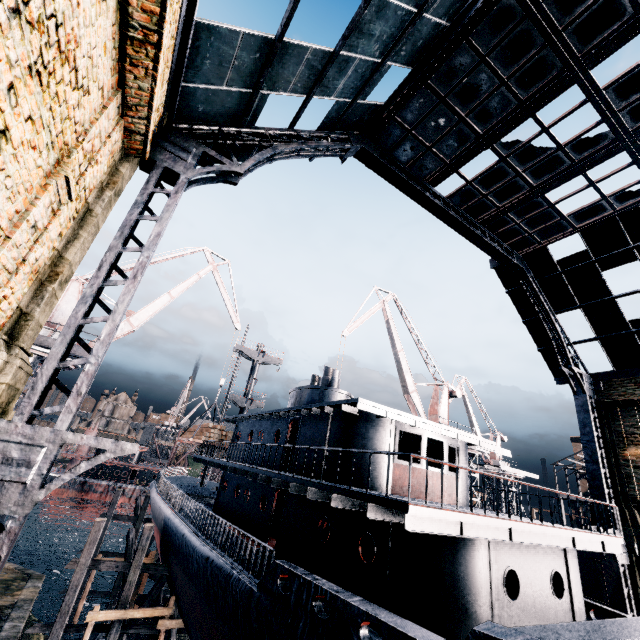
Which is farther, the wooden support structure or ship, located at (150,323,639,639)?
the wooden support structure

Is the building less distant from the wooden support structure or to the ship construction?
the ship construction

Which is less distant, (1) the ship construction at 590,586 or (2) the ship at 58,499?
(1) the ship construction at 590,586

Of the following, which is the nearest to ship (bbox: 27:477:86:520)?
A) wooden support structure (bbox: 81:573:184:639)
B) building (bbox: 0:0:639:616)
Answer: building (bbox: 0:0:639:616)

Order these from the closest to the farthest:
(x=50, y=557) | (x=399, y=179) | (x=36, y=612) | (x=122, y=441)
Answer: (x=122, y=441) → (x=399, y=179) → (x=36, y=612) → (x=50, y=557)

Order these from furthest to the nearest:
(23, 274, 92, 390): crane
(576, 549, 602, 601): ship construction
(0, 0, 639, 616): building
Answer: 1. (576, 549, 602, 601): ship construction
2. (23, 274, 92, 390): crane
3. (0, 0, 639, 616): building

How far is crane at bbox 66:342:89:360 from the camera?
21.5 meters

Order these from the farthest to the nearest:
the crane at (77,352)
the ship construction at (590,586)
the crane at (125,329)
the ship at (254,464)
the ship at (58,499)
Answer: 1. the ship at (58,499)
2. the crane at (125,329)
3. the ship construction at (590,586)
4. the crane at (77,352)
5. the ship at (254,464)
